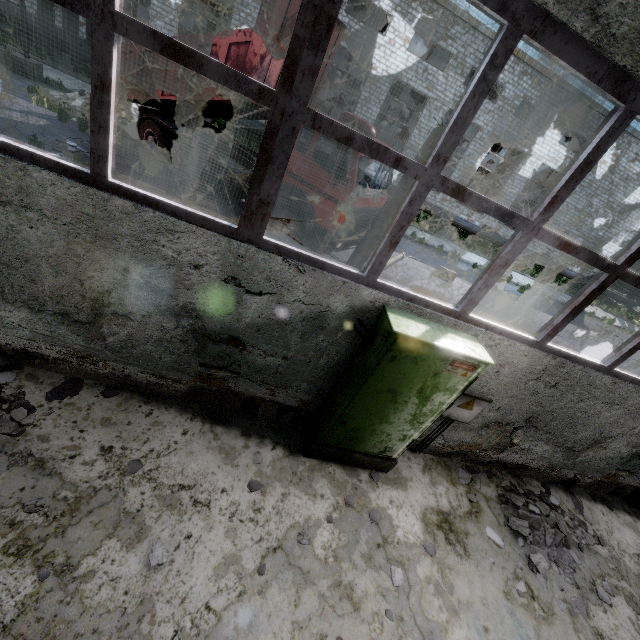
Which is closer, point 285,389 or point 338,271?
point 338,271

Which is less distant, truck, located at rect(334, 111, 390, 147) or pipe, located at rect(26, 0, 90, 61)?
truck, located at rect(334, 111, 390, 147)

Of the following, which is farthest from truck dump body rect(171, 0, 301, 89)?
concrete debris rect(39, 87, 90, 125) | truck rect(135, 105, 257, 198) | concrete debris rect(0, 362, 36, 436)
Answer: concrete debris rect(0, 362, 36, 436)

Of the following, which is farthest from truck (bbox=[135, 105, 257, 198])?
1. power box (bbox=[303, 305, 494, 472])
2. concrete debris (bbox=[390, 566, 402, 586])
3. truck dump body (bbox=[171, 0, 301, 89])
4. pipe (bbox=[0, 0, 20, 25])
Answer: concrete debris (bbox=[390, 566, 402, 586])

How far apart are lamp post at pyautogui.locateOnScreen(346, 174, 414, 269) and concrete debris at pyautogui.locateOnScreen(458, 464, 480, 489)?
5.6m

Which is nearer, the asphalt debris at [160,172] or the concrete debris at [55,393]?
the concrete debris at [55,393]

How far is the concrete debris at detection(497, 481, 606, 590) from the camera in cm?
485

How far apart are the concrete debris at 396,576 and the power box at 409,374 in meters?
1.2 m
